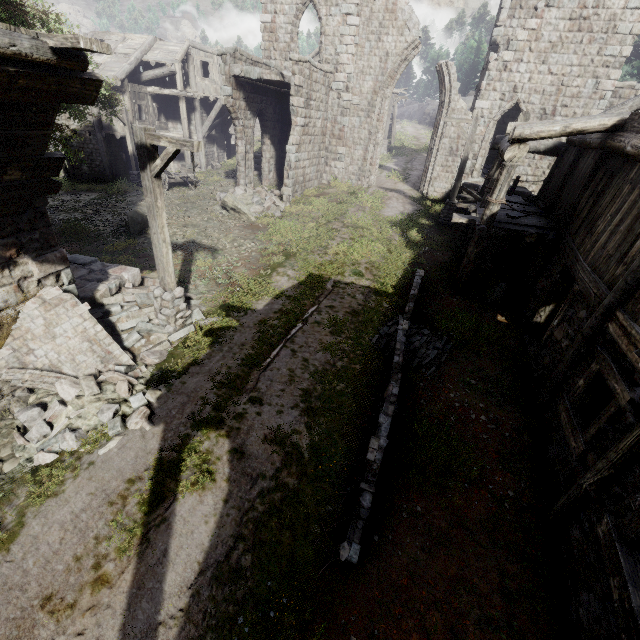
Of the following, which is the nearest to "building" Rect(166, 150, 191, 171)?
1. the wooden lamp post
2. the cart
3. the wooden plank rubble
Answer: the wooden plank rubble

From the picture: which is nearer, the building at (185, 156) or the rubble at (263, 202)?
the rubble at (263, 202)

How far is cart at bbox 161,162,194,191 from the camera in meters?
19.9 m

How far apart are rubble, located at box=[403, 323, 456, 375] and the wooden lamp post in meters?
8.7

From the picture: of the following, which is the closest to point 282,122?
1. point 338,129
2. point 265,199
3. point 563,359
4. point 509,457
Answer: point 338,129

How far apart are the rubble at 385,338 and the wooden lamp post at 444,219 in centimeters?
872cm

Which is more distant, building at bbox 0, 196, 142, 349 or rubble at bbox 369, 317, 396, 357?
rubble at bbox 369, 317, 396, 357
